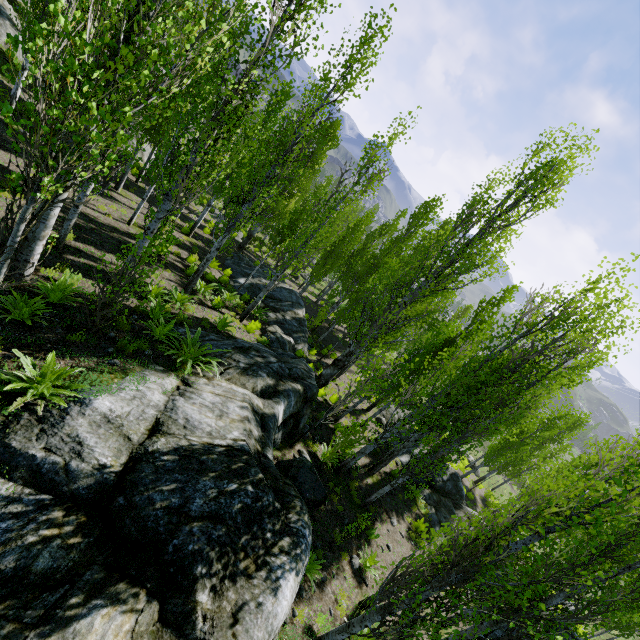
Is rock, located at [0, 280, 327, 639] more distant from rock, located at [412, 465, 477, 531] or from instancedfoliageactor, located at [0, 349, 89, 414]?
rock, located at [412, 465, 477, 531]

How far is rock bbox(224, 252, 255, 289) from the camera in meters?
19.1

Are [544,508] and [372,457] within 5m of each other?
no

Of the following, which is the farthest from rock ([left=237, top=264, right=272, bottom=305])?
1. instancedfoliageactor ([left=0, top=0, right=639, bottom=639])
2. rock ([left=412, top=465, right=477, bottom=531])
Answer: rock ([left=412, top=465, right=477, bottom=531])

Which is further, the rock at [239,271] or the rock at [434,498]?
the rock at [239,271]

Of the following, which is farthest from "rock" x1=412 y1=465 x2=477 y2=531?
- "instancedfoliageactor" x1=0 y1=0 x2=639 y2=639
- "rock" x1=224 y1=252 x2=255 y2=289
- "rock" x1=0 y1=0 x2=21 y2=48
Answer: "rock" x1=224 y1=252 x2=255 y2=289

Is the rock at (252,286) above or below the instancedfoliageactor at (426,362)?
below
